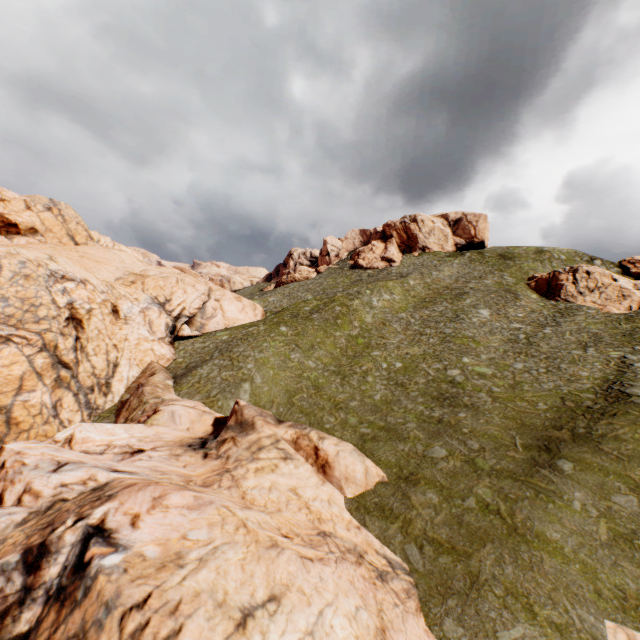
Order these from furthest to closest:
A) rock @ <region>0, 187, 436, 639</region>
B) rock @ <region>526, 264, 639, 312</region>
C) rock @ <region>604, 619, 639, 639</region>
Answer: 1. rock @ <region>526, 264, 639, 312</region>
2. rock @ <region>604, 619, 639, 639</region>
3. rock @ <region>0, 187, 436, 639</region>

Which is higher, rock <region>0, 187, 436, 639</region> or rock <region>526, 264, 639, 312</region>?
rock <region>526, 264, 639, 312</region>

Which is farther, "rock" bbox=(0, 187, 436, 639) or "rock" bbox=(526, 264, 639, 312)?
"rock" bbox=(526, 264, 639, 312)

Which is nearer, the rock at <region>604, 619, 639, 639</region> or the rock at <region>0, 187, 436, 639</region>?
the rock at <region>0, 187, 436, 639</region>

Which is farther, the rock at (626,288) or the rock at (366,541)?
the rock at (626,288)

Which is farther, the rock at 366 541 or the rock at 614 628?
the rock at 614 628

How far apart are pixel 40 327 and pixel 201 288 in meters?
20.7 m
